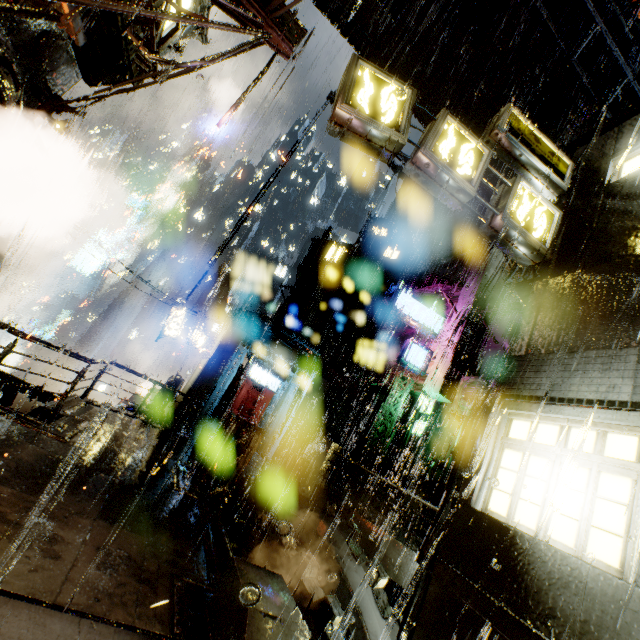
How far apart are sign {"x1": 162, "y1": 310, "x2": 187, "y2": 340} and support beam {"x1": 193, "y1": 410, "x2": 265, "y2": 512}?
14.3m

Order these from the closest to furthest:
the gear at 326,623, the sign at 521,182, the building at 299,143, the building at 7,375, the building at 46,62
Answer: the building at 46,62, the sign at 521,182, the gear at 326,623, the building at 7,375, the building at 299,143

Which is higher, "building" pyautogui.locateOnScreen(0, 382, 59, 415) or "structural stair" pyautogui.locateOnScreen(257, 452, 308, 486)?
"structural stair" pyautogui.locateOnScreen(257, 452, 308, 486)

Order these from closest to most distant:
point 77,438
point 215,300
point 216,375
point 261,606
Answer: point 261,606 → point 77,438 → point 216,375 → point 215,300

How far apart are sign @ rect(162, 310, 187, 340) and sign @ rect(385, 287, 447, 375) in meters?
13.0

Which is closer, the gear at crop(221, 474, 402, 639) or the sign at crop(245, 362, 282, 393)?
the gear at crop(221, 474, 402, 639)

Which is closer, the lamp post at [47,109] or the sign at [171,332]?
the lamp post at [47,109]

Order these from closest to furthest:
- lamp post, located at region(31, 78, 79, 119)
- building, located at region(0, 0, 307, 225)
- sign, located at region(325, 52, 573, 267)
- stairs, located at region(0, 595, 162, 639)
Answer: stairs, located at region(0, 595, 162, 639) → building, located at region(0, 0, 307, 225) → sign, located at region(325, 52, 573, 267) → lamp post, located at region(31, 78, 79, 119)
